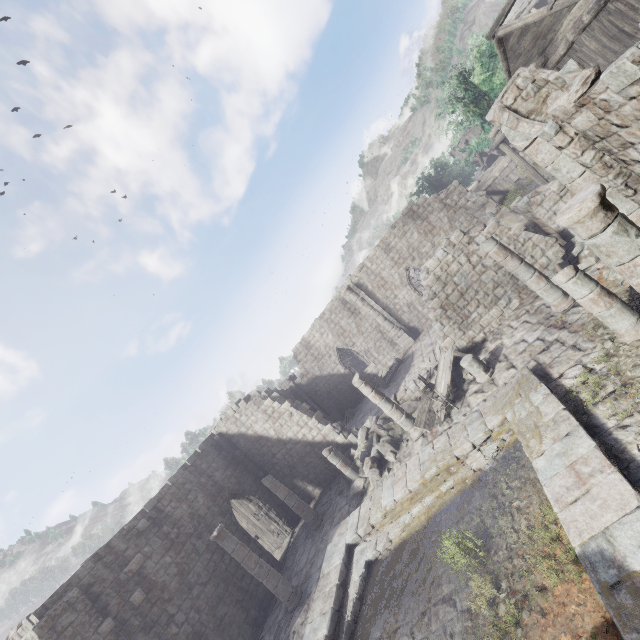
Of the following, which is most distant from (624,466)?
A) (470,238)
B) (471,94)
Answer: (471,94)

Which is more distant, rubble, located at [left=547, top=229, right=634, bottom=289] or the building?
rubble, located at [left=547, top=229, right=634, bottom=289]

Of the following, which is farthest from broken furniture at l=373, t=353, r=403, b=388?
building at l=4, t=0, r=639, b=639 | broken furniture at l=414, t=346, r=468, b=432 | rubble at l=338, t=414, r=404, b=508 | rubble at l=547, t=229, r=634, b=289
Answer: rubble at l=547, t=229, r=634, b=289

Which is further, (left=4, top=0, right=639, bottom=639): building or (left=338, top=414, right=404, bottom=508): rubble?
(left=338, top=414, right=404, bottom=508): rubble

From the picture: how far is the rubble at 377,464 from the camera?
13.07m

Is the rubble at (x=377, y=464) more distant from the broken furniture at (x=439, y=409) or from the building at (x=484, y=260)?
the broken furniture at (x=439, y=409)

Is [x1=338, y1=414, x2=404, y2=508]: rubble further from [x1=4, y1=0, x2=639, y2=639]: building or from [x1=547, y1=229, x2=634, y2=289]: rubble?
[x1=547, y1=229, x2=634, y2=289]: rubble

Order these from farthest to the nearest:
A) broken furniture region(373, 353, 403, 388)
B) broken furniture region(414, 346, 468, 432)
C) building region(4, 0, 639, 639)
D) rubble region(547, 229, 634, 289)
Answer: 1. broken furniture region(373, 353, 403, 388)
2. broken furniture region(414, 346, 468, 432)
3. rubble region(547, 229, 634, 289)
4. building region(4, 0, 639, 639)
